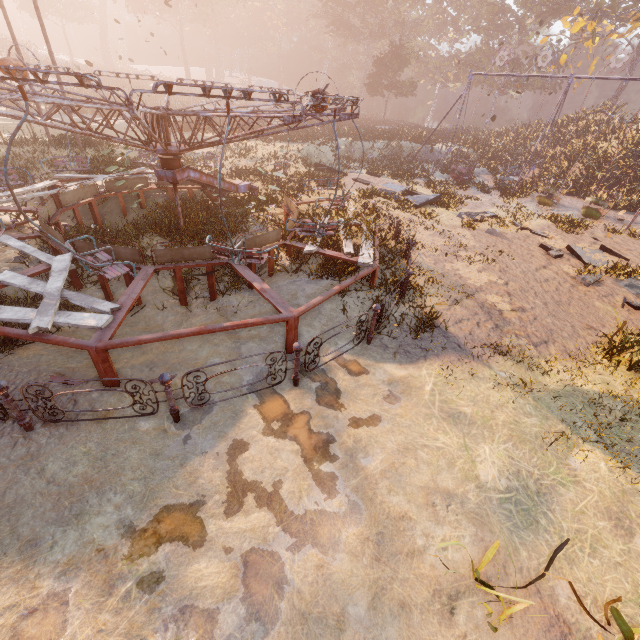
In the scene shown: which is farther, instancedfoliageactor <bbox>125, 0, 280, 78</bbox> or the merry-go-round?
instancedfoliageactor <bbox>125, 0, 280, 78</bbox>

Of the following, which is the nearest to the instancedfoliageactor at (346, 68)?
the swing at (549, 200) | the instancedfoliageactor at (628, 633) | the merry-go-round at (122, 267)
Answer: the swing at (549, 200)

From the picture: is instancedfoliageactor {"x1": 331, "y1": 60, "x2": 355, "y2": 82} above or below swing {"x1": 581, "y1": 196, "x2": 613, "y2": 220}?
above

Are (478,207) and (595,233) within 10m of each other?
yes

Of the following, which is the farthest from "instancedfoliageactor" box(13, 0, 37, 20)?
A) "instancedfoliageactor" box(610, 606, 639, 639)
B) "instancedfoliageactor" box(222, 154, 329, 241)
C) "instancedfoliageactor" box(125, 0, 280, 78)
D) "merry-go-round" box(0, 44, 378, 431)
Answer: "instancedfoliageactor" box(610, 606, 639, 639)

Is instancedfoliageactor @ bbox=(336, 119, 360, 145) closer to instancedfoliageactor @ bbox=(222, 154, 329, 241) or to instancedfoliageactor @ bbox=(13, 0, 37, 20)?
instancedfoliageactor @ bbox=(222, 154, 329, 241)

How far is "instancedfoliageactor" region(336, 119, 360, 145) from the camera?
27.9 meters

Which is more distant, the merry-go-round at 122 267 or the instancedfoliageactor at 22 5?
the instancedfoliageactor at 22 5
